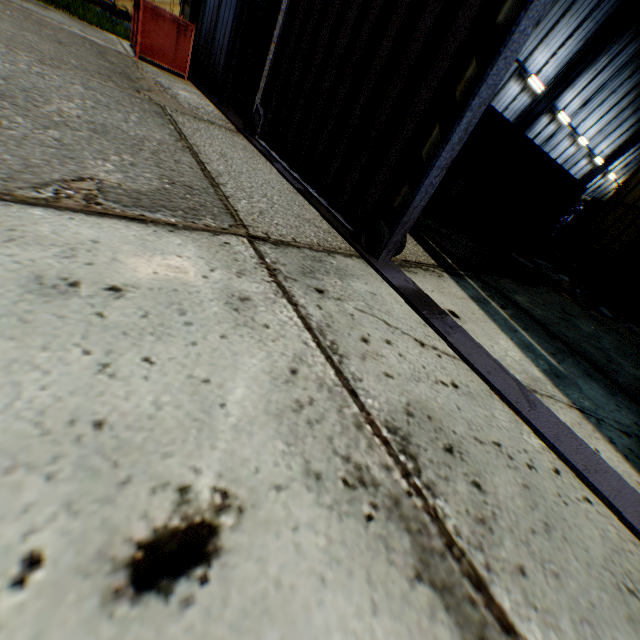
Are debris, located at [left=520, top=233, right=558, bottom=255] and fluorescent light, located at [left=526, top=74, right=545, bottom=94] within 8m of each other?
no

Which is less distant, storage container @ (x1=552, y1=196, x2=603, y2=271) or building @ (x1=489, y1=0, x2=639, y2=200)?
building @ (x1=489, y1=0, x2=639, y2=200)

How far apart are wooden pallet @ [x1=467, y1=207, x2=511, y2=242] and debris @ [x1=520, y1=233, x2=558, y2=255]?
1.59m

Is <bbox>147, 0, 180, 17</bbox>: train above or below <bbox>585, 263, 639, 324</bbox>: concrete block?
above

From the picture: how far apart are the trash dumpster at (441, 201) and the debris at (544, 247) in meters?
4.9

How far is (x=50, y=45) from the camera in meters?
5.4 m

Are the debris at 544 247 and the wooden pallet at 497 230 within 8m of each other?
yes

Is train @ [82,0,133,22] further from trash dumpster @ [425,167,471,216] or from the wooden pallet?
the wooden pallet
